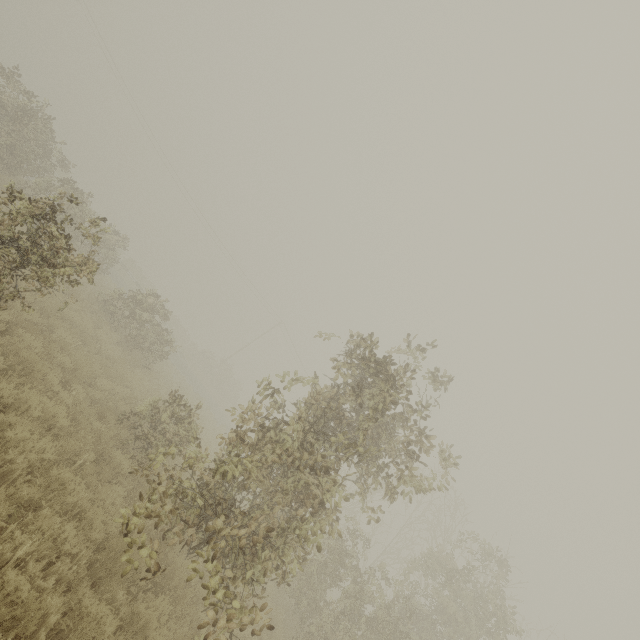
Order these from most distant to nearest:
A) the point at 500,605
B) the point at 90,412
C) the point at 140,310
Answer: the point at 140,310 → the point at 500,605 → the point at 90,412
